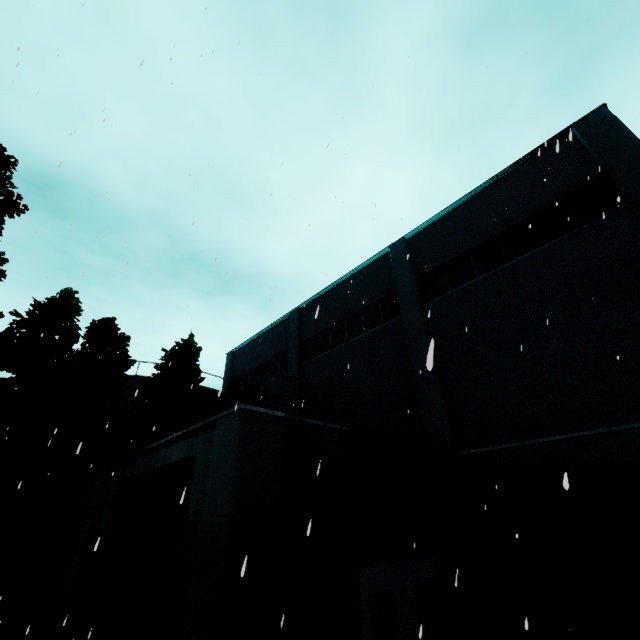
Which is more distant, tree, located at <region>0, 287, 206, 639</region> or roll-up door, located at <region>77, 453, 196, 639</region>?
tree, located at <region>0, 287, 206, 639</region>

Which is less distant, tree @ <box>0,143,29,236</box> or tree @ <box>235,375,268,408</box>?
tree @ <box>0,143,29,236</box>

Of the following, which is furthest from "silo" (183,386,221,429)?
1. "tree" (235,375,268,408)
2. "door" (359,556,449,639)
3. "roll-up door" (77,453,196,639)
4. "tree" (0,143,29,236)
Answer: "door" (359,556,449,639)

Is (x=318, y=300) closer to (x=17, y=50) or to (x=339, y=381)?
(x=339, y=381)

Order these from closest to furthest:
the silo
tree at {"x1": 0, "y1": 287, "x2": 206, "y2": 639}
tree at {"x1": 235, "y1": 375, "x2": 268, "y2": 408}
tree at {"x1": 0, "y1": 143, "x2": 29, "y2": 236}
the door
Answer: the door
tree at {"x1": 0, "y1": 143, "x2": 29, "y2": 236}
tree at {"x1": 0, "y1": 287, "x2": 206, "y2": 639}
tree at {"x1": 235, "y1": 375, "x2": 268, "y2": 408}
the silo

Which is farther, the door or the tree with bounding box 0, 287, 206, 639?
the tree with bounding box 0, 287, 206, 639

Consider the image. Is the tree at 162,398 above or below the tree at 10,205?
below

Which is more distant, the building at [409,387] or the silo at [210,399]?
the silo at [210,399]
